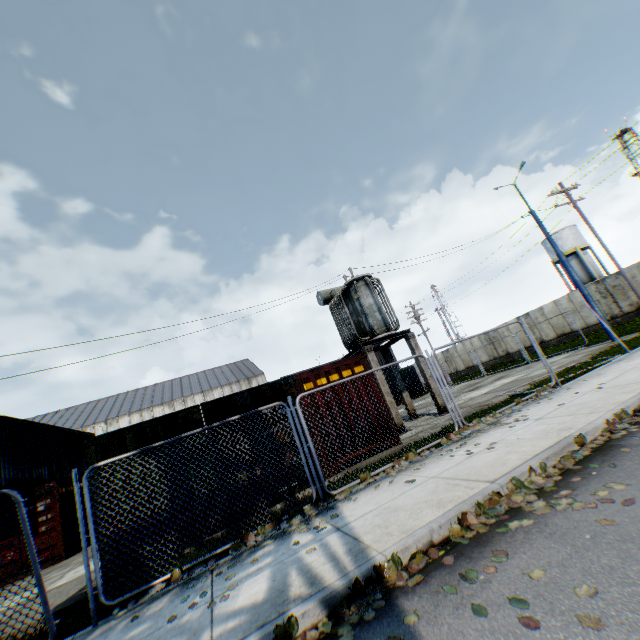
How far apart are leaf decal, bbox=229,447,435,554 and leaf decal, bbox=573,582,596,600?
3.4 meters

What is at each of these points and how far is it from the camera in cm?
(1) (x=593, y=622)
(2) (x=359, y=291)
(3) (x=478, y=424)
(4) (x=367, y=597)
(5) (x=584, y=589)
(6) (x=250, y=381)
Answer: (1) leaf decal, 209
(2) electrical compensator, 1377
(3) leaf decal, 779
(4) leaf decal, 322
(5) leaf decal, 236
(6) building, 5281

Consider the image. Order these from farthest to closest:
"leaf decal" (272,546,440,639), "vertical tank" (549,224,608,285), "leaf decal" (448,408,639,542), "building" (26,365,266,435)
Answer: "building" (26,365,266,435) → "vertical tank" (549,224,608,285) → "leaf decal" (448,408,639,542) → "leaf decal" (272,546,440,639)

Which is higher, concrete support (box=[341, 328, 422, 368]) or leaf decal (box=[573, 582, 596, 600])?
concrete support (box=[341, 328, 422, 368])

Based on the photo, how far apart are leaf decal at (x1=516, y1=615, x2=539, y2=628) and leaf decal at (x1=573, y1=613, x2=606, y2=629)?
0.24m

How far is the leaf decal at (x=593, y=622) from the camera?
2.04m

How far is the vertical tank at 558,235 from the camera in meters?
A: 39.2

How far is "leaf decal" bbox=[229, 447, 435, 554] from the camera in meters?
5.4 m
